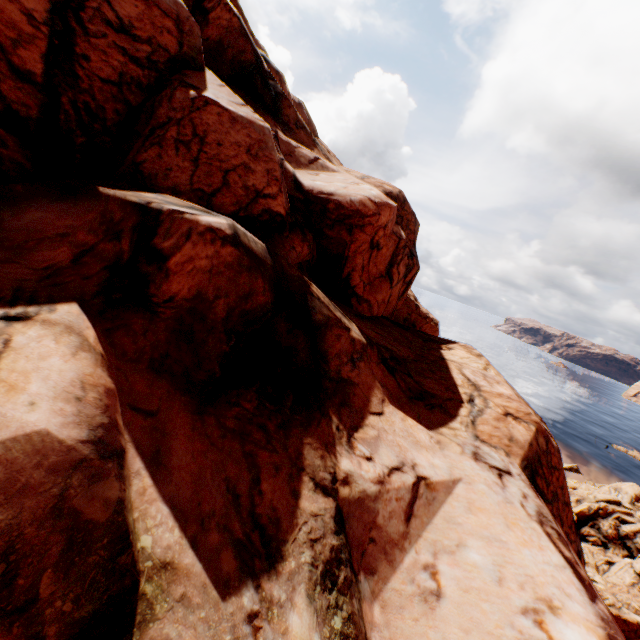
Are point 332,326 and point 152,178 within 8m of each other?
yes
